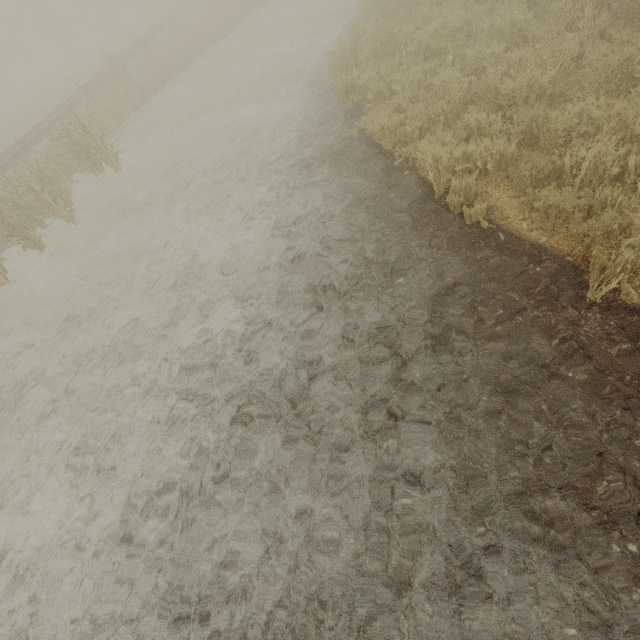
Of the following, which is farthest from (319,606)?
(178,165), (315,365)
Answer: (178,165)

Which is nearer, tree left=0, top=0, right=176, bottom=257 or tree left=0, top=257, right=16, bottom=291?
tree left=0, top=257, right=16, bottom=291

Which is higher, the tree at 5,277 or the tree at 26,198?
the tree at 26,198

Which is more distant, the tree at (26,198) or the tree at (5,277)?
the tree at (26,198)

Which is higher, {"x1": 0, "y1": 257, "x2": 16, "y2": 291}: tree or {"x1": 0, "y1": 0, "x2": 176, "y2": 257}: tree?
{"x1": 0, "y1": 0, "x2": 176, "y2": 257}: tree
